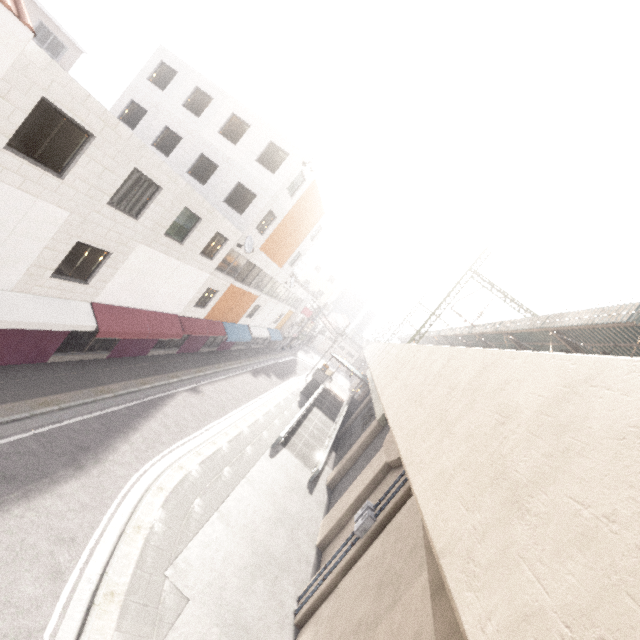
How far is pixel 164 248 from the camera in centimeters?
1385cm

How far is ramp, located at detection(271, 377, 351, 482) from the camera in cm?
2086

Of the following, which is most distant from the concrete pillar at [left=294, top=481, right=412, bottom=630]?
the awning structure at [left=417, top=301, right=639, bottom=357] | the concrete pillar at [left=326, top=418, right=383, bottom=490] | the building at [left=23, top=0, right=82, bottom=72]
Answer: the building at [left=23, top=0, right=82, bottom=72]

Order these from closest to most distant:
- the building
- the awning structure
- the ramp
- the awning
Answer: the awning → the awning structure → the ramp → the building

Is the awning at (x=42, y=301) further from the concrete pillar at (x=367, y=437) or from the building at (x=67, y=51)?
the building at (x=67, y=51)

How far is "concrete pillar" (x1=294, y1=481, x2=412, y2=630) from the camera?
10.16m

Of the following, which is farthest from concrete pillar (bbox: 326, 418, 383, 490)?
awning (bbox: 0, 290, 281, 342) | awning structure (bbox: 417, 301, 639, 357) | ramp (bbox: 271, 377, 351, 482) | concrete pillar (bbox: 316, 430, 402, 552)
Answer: awning (bbox: 0, 290, 281, 342)

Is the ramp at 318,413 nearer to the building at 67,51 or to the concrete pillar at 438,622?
the concrete pillar at 438,622
